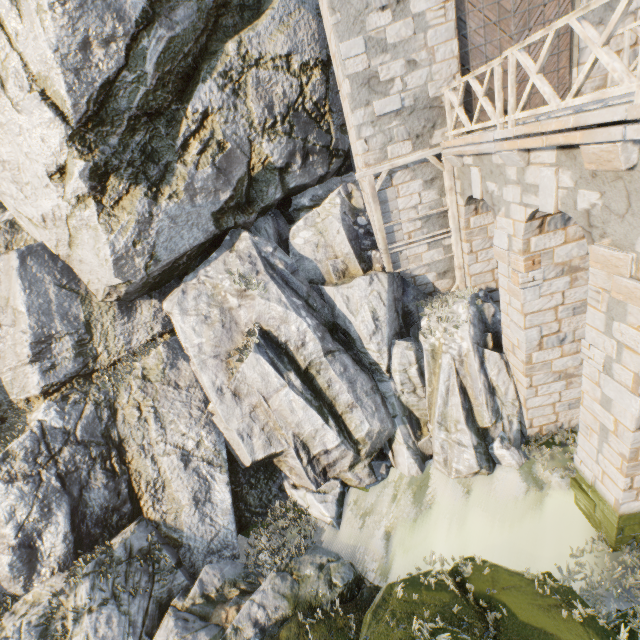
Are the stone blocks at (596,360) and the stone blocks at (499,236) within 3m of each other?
yes

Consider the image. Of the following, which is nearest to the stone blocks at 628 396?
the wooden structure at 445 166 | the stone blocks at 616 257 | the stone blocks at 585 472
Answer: the stone blocks at 616 257

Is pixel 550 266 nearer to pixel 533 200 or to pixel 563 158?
pixel 533 200

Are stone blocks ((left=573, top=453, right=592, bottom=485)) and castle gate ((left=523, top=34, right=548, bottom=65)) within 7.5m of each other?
no

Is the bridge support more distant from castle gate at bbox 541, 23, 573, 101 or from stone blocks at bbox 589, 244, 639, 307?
castle gate at bbox 541, 23, 573, 101

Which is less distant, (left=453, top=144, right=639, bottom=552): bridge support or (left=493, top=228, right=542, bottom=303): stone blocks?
(left=453, top=144, right=639, bottom=552): bridge support

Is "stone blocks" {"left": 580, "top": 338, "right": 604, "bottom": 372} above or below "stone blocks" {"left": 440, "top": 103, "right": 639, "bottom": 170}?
below

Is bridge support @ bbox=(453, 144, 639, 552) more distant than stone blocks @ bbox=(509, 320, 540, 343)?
No
